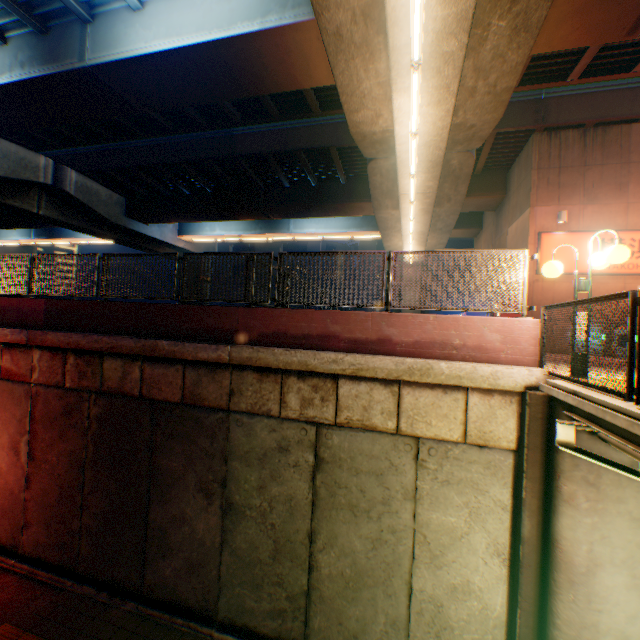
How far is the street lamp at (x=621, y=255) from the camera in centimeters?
464cm

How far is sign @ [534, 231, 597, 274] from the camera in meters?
12.2 m

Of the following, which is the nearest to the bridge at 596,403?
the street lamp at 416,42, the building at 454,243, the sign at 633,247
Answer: the street lamp at 416,42

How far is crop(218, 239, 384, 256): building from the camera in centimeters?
3945cm

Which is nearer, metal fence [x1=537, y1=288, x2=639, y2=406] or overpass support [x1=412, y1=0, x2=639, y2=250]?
metal fence [x1=537, y1=288, x2=639, y2=406]

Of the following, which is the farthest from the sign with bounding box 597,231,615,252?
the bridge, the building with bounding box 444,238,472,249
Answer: the building with bounding box 444,238,472,249

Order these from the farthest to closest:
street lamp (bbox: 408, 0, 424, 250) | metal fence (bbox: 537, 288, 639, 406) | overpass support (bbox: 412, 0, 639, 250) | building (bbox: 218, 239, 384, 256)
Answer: building (bbox: 218, 239, 384, 256) → overpass support (bbox: 412, 0, 639, 250) → street lamp (bbox: 408, 0, 424, 250) → metal fence (bbox: 537, 288, 639, 406)

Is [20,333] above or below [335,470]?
above
